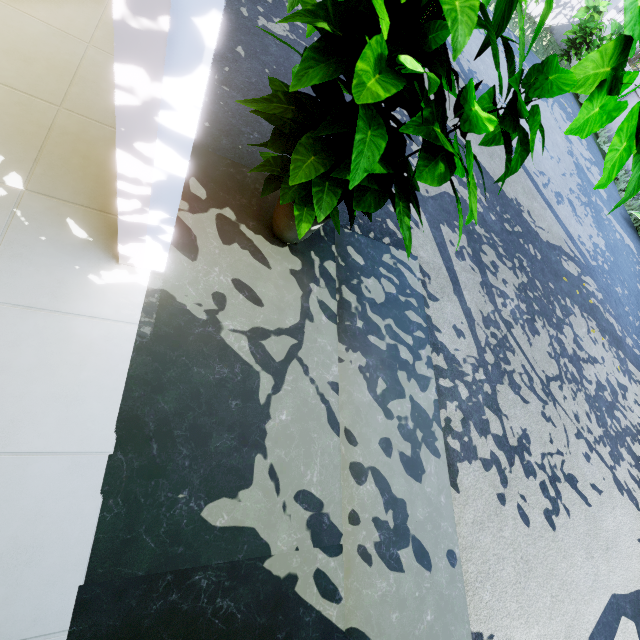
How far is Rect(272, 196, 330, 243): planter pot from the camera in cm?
163

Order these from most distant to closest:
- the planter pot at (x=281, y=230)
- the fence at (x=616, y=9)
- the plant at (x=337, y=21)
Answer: the fence at (x=616, y=9) < the planter pot at (x=281, y=230) < the plant at (x=337, y=21)

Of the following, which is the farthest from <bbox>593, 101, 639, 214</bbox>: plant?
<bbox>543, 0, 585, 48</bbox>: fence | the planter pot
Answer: <bbox>543, 0, 585, 48</bbox>: fence

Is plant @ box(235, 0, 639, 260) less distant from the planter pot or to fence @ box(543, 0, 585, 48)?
the planter pot

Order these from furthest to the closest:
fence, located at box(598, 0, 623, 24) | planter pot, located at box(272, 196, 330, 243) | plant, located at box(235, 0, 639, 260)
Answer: fence, located at box(598, 0, 623, 24)
planter pot, located at box(272, 196, 330, 243)
plant, located at box(235, 0, 639, 260)

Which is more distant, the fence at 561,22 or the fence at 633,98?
the fence at 561,22

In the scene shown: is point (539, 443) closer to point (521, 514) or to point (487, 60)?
point (521, 514)

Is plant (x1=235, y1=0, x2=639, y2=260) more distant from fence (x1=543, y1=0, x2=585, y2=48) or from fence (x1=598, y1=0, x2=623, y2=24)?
fence (x1=598, y1=0, x2=623, y2=24)
